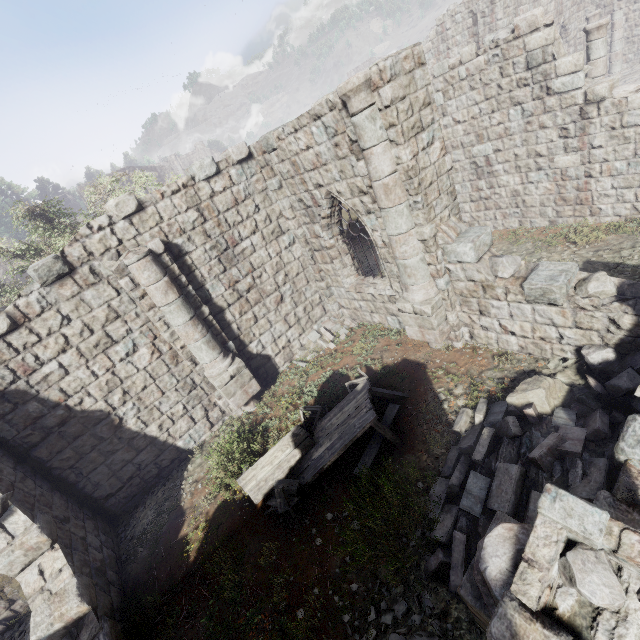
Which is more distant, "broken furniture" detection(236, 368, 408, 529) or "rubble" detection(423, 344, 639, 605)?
"broken furniture" detection(236, 368, 408, 529)

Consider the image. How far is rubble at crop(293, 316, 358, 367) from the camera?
11.1 meters

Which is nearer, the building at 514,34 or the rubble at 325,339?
the building at 514,34

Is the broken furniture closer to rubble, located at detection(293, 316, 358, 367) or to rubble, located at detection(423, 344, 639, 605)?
rubble, located at detection(423, 344, 639, 605)

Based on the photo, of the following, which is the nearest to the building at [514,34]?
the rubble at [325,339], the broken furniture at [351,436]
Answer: the rubble at [325,339]

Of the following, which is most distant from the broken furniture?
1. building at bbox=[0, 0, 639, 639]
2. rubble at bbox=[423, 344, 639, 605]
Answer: building at bbox=[0, 0, 639, 639]

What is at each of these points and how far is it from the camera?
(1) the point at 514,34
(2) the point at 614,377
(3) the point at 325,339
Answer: (1) building, 9.0m
(2) rubble, 5.6m
(3) rubble, 11.5m
